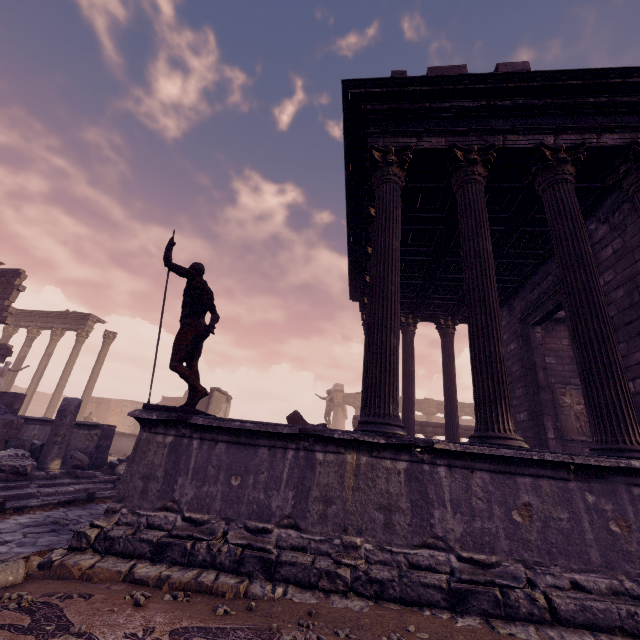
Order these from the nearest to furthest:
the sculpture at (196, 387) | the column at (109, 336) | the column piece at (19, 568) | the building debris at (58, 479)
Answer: the column piece at (19, 568) < the sculpture at (196, 387) < the building debris at (58, 479) < the column at (109, 336)

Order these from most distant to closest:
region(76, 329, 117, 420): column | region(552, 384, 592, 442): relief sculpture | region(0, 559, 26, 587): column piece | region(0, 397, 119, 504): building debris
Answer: region(76, 329, 117, 420): column → region(552, 384, 592, 442): relief sculpture → region(0, 397, 119, 504): building debris → region(0, 559, 26, 587): column piece

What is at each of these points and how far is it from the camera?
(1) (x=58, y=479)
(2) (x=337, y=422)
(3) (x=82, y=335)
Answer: (1) building debris, 7.52m
(2) column, 31.17m
(3) column, 19.47m

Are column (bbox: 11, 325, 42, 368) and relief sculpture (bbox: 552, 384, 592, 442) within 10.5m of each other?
no

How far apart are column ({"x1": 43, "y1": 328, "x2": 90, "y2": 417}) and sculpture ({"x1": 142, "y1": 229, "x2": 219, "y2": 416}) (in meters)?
18.10

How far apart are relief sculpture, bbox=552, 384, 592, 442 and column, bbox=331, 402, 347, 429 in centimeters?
2461cm

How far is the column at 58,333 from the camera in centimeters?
1819cm

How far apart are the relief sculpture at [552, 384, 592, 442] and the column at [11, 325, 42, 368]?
27.0 meters
